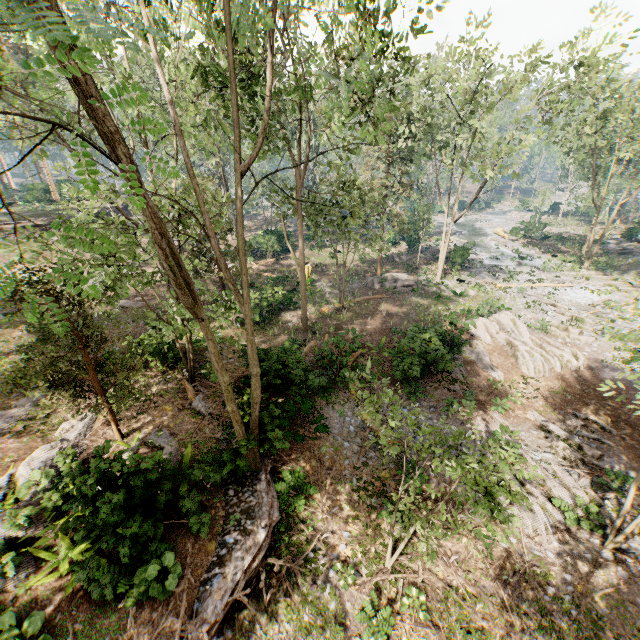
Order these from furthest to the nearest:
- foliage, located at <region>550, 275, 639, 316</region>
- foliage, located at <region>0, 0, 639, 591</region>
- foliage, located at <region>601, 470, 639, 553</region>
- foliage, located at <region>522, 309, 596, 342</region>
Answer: foliage, located at <region>522, 309, 596, 342</region>, foliage, located at <region>601, 470, 639, 553</region>, foliage, located at <region>550, 275, 639, 316</region>, foliage, located at <region>0, 0, 639, 591</region>

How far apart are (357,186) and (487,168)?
10.0m

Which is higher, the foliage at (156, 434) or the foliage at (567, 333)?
the foliage at (156, 434)

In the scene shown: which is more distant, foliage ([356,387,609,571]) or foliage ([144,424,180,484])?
foliage ([144,424,180,484])

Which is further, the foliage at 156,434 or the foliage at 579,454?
the foliage at 579,454

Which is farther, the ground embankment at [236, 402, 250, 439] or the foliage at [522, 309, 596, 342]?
the foliage at [522, 309, 596, 342]
